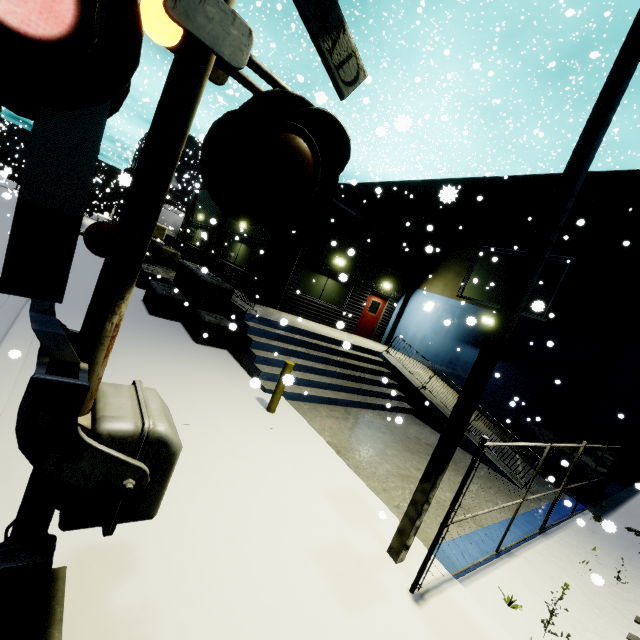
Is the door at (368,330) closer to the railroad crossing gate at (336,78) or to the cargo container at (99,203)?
the railroad crossing gate at (336,78)

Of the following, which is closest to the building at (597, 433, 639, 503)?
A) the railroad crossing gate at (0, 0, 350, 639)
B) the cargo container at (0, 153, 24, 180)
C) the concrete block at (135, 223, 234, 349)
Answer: the concrete block at (135, 223, 234, 349)

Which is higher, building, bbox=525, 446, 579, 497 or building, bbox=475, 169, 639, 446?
building, bbox=475, 169, 639, 446

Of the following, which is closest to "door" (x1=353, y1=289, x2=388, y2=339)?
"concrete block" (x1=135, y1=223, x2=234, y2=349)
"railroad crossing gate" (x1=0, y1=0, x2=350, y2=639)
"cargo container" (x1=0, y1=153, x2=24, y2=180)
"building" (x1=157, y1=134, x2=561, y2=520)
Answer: "building" (x1=157, y1=134, x2=561, y2=520)

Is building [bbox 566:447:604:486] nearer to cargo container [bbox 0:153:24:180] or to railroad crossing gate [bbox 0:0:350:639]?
cargo container [bbox 0:153:24:180]

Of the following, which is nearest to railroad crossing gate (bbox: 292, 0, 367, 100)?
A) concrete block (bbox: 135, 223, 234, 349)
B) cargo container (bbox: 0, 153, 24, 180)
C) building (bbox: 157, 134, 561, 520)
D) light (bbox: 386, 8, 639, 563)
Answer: concrete block (bbox: 135, 223, 234, 349)

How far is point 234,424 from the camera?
5.82m

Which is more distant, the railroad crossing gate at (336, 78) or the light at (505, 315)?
the light at (505, 315)
